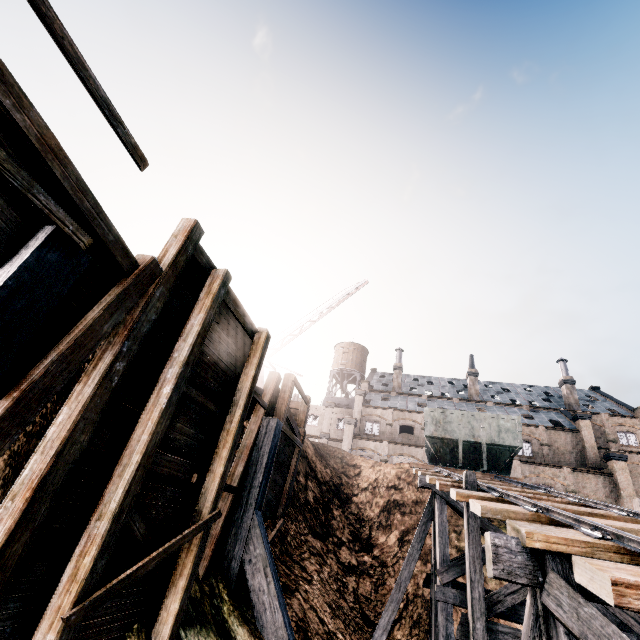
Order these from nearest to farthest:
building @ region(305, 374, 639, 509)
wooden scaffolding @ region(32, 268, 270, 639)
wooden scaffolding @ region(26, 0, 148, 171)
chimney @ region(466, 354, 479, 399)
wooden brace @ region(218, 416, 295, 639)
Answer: wooden scaffolding @ region(26, 0, 148, 171)
wooden scaffolding @ region(32, 268, 270, 639)
wooden brace @ region(218, 416, 295, 639)
building @ region(305, 374, 639, 509)
chimney @ region(466, 354, 479, 399)

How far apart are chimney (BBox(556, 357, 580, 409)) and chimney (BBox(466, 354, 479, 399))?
10.8m

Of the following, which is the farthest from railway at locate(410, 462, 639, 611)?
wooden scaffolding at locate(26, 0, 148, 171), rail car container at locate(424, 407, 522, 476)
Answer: wooden scaffolding at locate(26, 0, 148, 171)

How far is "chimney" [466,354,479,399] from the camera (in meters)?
47.50

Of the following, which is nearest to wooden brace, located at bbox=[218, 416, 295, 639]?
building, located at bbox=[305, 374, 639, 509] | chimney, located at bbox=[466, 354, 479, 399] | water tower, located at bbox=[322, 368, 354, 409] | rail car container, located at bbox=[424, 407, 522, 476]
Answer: rail car container, located at bbox=[424, 407, 522, 476]

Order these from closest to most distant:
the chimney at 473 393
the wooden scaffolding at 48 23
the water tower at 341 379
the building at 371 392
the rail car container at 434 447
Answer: the wooden scaffolding at 48 23, the rail car container at 434 447, the building at 371 392, the chimney at 473 393, the water tower at 341 379

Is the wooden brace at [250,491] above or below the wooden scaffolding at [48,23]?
below

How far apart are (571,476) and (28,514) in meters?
42.2 m
